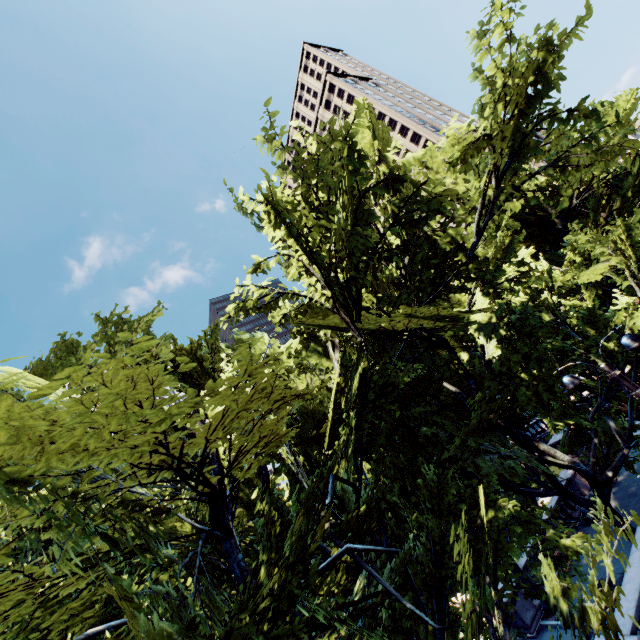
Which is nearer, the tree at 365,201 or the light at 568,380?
the tree at 365,201

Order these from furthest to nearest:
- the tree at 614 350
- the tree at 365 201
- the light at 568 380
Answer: the tree at 614 350
the light at 568 380
the tree at 365 201

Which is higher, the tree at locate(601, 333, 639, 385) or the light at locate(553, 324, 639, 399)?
the light at locate(553, 324, 639, 399)

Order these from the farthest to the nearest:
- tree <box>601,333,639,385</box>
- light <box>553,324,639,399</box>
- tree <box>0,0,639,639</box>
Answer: tree <box>601,333,639,385</box>
light <box>553,324,639,399</box>
tree <box>0,0,639,639</box>

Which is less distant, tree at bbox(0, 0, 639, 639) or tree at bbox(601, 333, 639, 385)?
tree at bbox(0, 0, 639, 639)

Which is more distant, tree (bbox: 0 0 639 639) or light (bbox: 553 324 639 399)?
light (bbox: 553 324 639 399)

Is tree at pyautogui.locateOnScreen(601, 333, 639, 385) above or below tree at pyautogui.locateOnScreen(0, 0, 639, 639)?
below

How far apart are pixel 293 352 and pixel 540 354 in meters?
10.1 m
